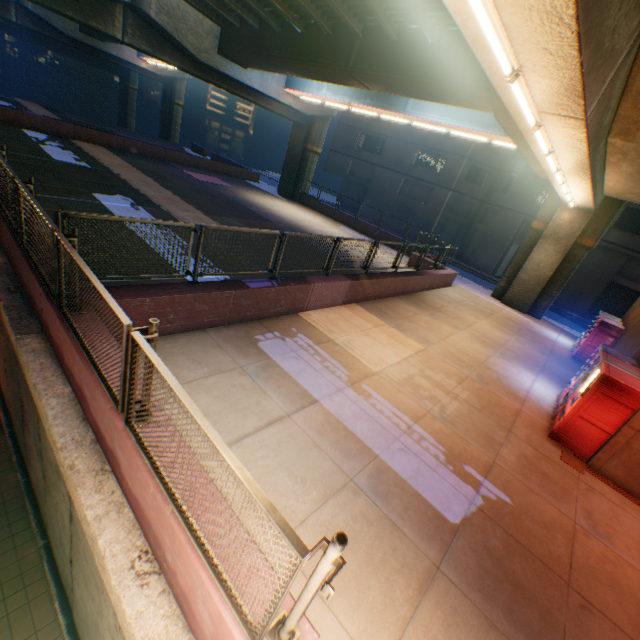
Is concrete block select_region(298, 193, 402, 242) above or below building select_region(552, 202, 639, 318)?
below

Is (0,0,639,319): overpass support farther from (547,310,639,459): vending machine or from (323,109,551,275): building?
(323,109,551,275): building

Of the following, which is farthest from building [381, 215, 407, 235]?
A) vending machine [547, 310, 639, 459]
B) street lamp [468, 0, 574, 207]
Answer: street lamp [468, 0, 574, 207]

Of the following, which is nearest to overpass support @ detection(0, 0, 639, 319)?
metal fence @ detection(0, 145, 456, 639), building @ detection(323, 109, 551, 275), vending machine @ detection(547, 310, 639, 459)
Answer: metal fence @ detection(0, 145, 456, 639)

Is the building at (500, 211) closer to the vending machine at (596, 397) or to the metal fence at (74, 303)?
the metal fence at (74, 303)

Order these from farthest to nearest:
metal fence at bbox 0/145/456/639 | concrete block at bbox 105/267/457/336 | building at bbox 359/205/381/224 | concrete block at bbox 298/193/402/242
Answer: building at bbox 359/205/381/224 < concrete block at bbox 298/193/402/242 < concrete block at bbox 105/267/457/336 < metal fence at bbox 0/145/456/639

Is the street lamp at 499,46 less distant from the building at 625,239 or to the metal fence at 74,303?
the metal fence at 74,303

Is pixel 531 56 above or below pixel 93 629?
above
